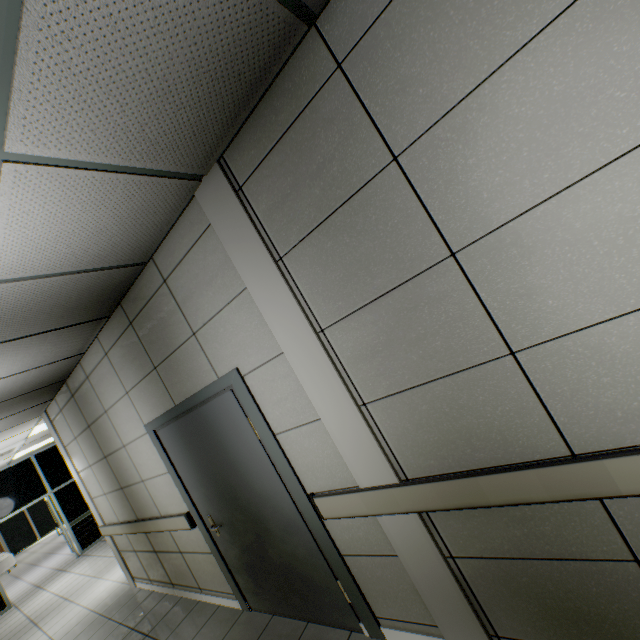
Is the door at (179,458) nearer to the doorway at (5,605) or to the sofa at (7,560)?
the doorway at (5,605)

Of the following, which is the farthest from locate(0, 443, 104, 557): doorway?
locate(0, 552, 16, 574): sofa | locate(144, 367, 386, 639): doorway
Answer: locate(144, 367, 386, 639): doorway

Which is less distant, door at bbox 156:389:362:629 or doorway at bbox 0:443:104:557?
door at bbox 156:389:362:629

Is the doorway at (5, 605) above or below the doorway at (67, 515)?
below

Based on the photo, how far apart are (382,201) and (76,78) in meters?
1.2 m

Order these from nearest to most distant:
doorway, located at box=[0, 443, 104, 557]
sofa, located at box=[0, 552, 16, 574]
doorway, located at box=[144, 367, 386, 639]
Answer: doorway, located at box=[144, 367, 386, 639] < doorway, located at box=[0, 443, 104, 557] < sofa, located at box=[0, 552, 16, 574]

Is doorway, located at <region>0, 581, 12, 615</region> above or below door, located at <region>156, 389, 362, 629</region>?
below

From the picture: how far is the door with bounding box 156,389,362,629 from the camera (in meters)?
2.46
